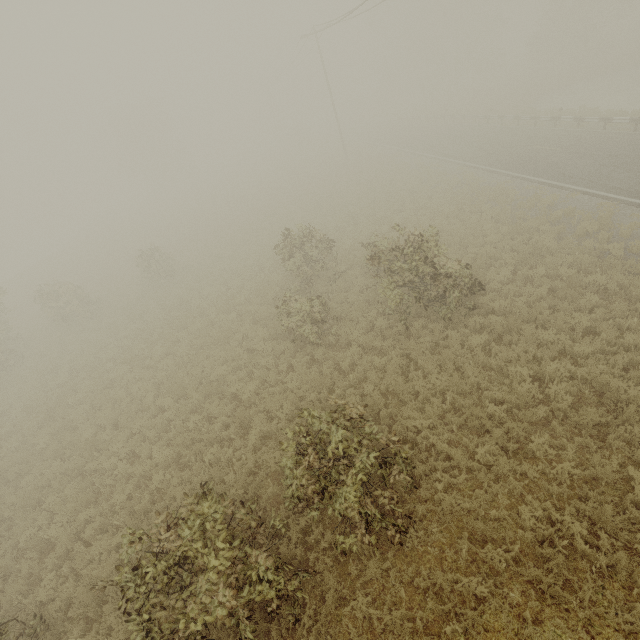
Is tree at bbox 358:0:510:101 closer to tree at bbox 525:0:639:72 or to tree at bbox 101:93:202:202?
tree at bbox 525:0:639:72

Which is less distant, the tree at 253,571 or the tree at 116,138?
the tree at 253,571

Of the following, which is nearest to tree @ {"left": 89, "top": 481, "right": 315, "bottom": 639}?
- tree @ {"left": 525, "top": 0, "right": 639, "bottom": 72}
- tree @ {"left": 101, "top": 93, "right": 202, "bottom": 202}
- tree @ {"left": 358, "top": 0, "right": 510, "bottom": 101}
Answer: tree @ {"left": 525, "top": 0, "right": 639, "bottom": 72}

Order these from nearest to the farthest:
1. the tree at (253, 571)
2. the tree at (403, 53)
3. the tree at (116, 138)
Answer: the tree at (253, 571) → the tree at (403, 53) → the tree at (116, 138)

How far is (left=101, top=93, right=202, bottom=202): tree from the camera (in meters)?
50.16

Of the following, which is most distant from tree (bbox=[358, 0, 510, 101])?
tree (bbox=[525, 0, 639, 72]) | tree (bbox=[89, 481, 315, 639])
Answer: tree (bbox=[89, 481, 315, 639])

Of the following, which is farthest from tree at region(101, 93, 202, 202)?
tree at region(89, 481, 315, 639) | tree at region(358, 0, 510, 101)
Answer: tree at region(89, 481, 315, 639)

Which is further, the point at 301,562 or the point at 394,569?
the point at 301,562
